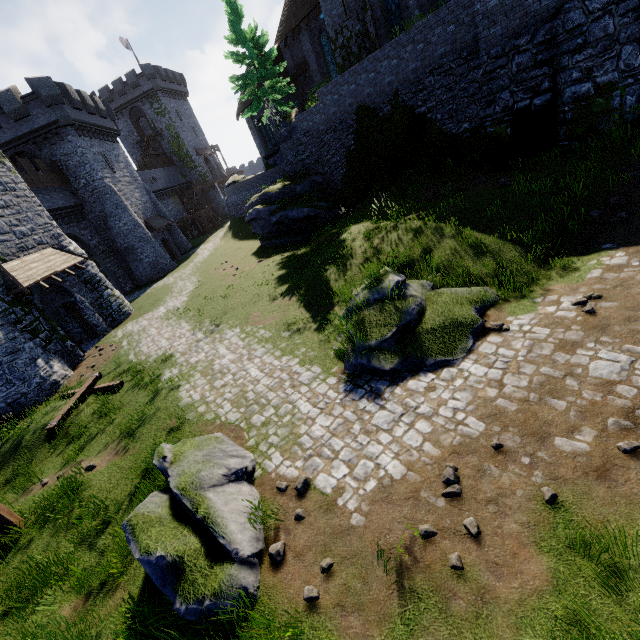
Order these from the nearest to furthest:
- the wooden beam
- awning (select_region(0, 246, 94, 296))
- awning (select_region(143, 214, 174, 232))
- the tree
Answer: the wooden beam < awning (select_region(0, 246, 94, 296)) < the tree < awning (select_region(143, 214, 174, 232))

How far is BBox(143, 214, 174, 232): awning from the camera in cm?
3284

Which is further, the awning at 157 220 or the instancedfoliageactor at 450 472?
the awning at 157 220

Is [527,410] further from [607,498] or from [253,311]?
[253,311]

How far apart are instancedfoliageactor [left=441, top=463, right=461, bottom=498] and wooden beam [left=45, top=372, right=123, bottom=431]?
12.35m

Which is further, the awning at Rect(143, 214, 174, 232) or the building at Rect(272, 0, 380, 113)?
the awning at Rect(143, 214, 174, 232)

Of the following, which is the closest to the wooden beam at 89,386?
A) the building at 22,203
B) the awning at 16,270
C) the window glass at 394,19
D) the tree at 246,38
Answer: the building at 22,203

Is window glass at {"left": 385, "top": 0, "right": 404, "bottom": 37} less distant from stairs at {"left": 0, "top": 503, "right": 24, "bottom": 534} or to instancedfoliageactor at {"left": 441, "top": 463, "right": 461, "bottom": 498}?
instancedfoliageactor at {"left": 441, "top": 463, "right": 461, "bottom": 498}
